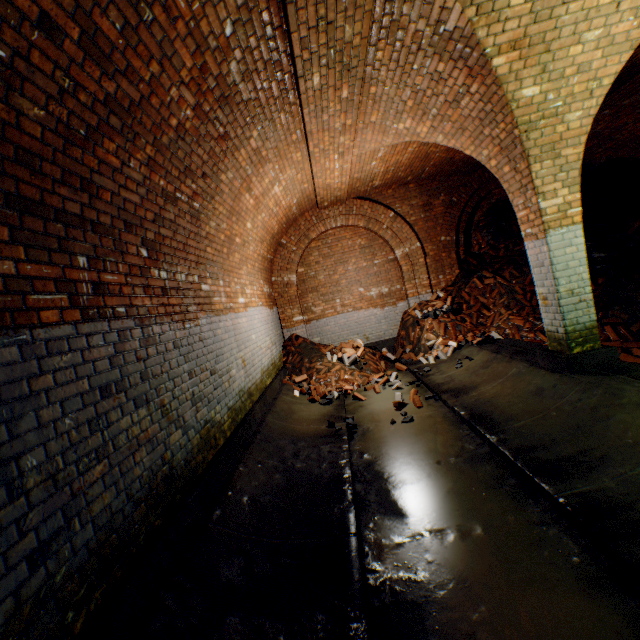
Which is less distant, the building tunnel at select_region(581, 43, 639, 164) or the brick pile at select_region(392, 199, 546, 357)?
the building tunnel at select_region(581, 43, 639, 164)

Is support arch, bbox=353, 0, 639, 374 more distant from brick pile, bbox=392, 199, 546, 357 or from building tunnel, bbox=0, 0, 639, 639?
brick pile, bbox=392, 199, 546, 357

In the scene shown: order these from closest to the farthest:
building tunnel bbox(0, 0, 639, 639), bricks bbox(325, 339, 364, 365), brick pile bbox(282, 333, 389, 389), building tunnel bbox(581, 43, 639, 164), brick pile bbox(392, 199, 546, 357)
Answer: building tunnel bbox(0, 0, 639, 639)
building tunnel bbox(581, 43, 639, 164)
brick pile bbox(392, 199, 546, 357)
brick pile bbox(282, 333, 389, 389)
bricks bbox(325, 339, 364, 365)

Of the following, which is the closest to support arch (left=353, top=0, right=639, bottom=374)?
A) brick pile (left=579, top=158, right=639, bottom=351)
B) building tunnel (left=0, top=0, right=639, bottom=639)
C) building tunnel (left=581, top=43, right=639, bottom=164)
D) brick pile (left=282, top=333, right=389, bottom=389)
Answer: building tunnel (left=0, top=0, right=639, bottom=639)

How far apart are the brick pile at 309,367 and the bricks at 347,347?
0.01m

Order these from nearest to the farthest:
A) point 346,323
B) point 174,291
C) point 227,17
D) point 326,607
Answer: point 326,607 < point 227,17 < point 174,291 < point 346,323

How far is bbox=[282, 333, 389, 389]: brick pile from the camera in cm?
760

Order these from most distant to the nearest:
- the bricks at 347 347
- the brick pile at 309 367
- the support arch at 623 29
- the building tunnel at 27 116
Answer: the bricks at 347 347, the brick pile at 309 367, the support arch at 623 29, the building tunnel at 27 116
